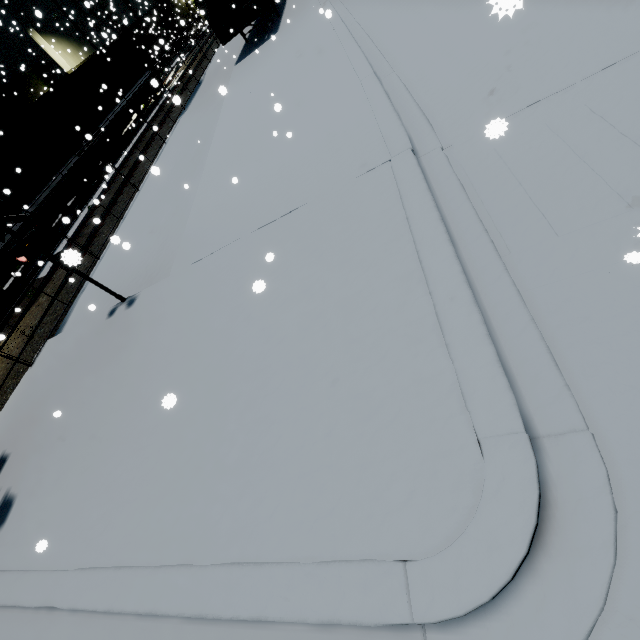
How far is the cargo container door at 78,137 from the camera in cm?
1691

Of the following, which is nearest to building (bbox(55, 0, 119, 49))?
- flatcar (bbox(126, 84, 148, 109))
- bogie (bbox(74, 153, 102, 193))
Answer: flatcar (bbox(126, 84, 148, 109))

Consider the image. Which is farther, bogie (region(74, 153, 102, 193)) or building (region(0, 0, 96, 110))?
building (region(0, 0, 96, 110))

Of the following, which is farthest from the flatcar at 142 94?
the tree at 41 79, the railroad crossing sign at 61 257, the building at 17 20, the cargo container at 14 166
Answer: the railroad crossing sign at 61 257

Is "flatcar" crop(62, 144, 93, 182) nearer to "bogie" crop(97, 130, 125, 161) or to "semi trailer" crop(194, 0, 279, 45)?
"bogie" crop(97, 130, 125, 161)

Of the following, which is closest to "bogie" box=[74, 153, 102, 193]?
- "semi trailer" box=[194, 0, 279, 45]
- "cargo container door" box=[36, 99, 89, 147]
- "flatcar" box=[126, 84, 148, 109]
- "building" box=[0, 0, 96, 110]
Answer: "flatcar" box=[126, 84, 148, 109]

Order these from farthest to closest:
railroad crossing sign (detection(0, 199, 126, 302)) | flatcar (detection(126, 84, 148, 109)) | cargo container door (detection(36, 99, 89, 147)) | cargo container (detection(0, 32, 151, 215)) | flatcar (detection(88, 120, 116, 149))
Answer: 1. flatcar (detection(126, 84, 148, 109))
2. flatcar (detection(88, 120, 116, 149))
3. cargo container door (detection(36, 99, 89, 147))
4. cargo container (detection(0, 32, 151, 215))
5. railroad crossing sign (detection(0, 199, 126, 302))

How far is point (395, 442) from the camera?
2.75m
